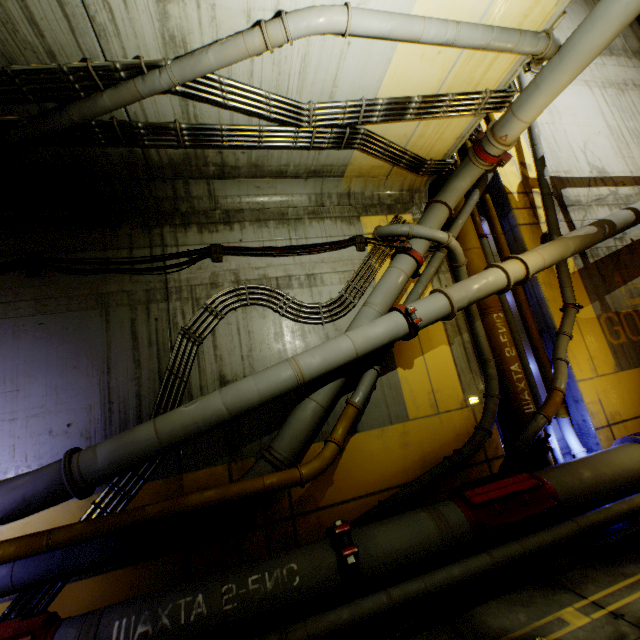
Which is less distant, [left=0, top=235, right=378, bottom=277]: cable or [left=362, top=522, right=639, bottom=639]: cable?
[left=362, top=522, right=639, bottom=639]: cable

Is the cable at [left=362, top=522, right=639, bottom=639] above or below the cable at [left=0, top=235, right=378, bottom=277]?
below

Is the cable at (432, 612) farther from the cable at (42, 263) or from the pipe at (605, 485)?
the cable at (42, 263)

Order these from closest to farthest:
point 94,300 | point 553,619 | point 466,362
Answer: point 553,619 → point 94,300 → point 466,362

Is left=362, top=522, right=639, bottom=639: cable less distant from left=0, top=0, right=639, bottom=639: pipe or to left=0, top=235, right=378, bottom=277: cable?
left=0, top=0, right=639, bottom=639: pipe

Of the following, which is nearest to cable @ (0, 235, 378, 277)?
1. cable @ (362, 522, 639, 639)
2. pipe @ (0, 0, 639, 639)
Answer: pipe @ (0, 0, 639, 639)
